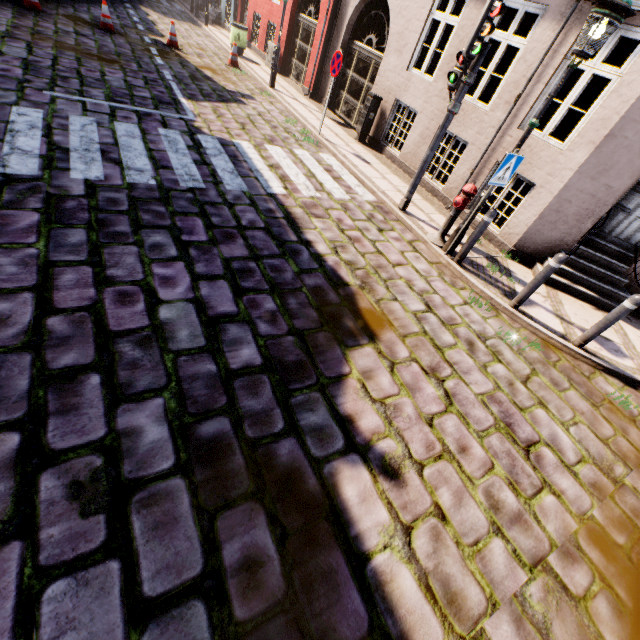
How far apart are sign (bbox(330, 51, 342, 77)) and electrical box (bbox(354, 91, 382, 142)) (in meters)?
1.50

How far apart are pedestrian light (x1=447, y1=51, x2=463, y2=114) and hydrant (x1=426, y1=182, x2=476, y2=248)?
1.3 meters

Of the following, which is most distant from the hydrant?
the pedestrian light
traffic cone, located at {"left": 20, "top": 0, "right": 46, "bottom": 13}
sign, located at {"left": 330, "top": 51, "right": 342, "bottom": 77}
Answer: traffic cone, located at {"left": 20, "top": 0, "right": 46, "bottom": 13}

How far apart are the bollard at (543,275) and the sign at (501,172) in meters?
1.4

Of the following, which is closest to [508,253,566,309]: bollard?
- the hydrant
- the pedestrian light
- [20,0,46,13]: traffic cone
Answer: the hydrant

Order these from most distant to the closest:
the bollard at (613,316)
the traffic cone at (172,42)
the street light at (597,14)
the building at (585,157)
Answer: the traffic cone at (172,42) < the building at (585,157) < the bollard at (613,316) < the street light at (597,14)

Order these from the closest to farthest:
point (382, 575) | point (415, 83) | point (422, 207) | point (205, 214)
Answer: point (382, 575)
point (205, 214)
point (422, 207)
point (415, 83)

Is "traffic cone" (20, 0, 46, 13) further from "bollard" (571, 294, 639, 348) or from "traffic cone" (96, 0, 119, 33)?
"bollard" (571, 294, 639, 348)
